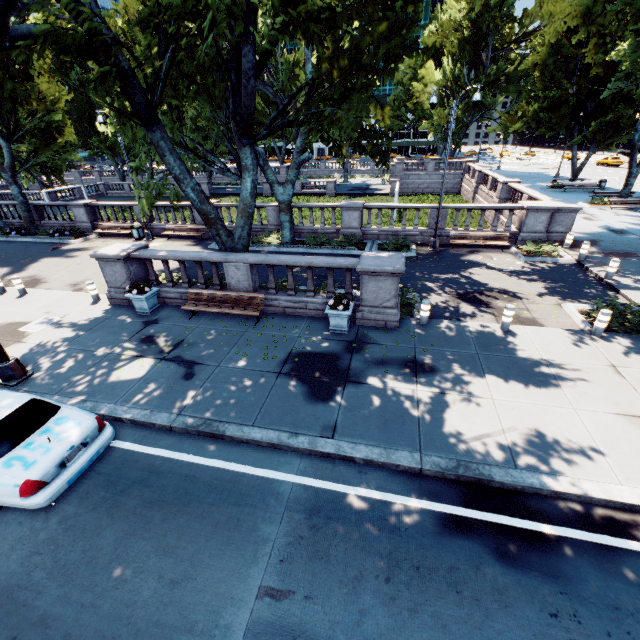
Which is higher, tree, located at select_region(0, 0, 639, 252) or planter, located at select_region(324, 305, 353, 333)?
tree, located at select_region(0, 0, 639, 252)

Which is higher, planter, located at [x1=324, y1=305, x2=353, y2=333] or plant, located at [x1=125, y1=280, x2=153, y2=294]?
plant, located at [x1=125, y1=280, x2=153, y2=294]

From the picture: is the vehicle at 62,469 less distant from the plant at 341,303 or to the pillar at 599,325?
the plant at 341,303

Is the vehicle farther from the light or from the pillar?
the pillar

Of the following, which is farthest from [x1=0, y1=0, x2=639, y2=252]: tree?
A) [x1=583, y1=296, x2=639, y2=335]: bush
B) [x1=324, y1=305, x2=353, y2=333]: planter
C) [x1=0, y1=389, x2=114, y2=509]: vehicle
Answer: [x1=583, y1=296, x2=639, y2=335]: bush

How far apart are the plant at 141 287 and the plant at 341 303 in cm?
671

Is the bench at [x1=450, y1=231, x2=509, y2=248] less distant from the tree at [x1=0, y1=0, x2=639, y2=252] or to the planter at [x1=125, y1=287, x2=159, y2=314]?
the tree at [x1=0, y1=0, x2=639, y2=252]

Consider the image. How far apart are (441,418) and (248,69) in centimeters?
1014cm
